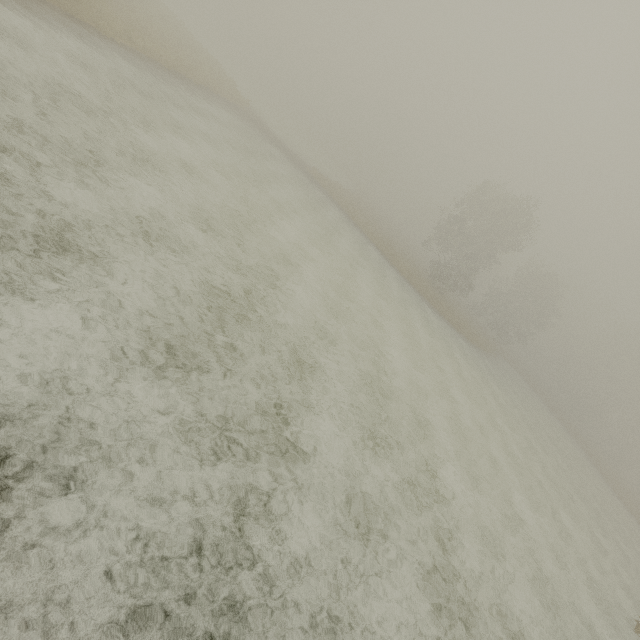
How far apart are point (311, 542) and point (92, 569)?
3.0 meters
